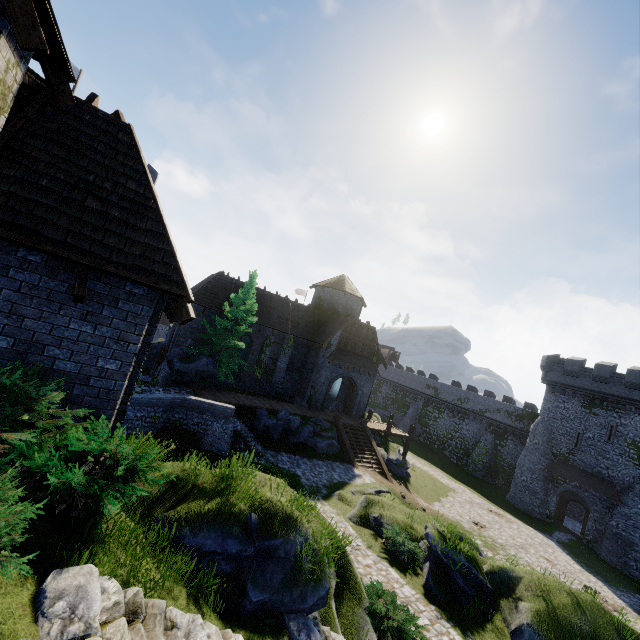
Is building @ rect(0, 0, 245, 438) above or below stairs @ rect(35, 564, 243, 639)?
above

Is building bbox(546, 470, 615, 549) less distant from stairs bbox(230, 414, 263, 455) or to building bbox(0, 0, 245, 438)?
building bbox(0, 0, 245, 438)

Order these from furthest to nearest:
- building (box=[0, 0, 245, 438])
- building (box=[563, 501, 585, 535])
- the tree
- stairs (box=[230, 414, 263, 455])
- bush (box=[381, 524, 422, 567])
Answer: building (box=[563, 501, 585, 535]), the tree, stairs (box=[230, 414, 263, 455]), bush (box=[381, 524, 422, 567]), building (box=[0, 0, 245, 438])

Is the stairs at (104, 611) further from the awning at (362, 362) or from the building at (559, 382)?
the building at (559, 382)

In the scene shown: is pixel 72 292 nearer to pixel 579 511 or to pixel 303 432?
pixel 303 432

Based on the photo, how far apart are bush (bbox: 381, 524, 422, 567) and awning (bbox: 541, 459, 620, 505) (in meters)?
26.07

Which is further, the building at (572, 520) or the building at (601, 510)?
the building at (572, 520)

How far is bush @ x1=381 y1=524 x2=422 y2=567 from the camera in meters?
13.1
